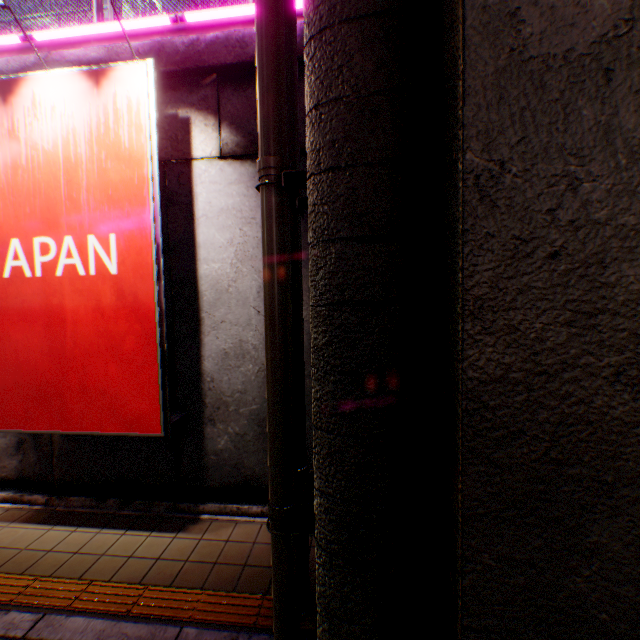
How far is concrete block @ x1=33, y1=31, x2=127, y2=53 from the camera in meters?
4.7 m

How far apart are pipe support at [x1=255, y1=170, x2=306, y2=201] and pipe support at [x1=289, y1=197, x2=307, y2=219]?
0.2m

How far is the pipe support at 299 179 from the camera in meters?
2.1 m

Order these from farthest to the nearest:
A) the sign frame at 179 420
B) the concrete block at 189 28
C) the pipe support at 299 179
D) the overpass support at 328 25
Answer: the concrete block at 189 28, the sign frame at 179 420, the pipe support at 299 179, the overpass support at 328 25

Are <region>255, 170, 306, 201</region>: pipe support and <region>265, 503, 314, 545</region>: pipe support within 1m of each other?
no

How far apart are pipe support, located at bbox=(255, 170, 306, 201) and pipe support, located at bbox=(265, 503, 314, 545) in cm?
246

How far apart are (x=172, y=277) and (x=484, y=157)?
4.1m

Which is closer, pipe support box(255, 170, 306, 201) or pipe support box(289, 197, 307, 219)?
pipe support box(255, 170, 306, 201)
